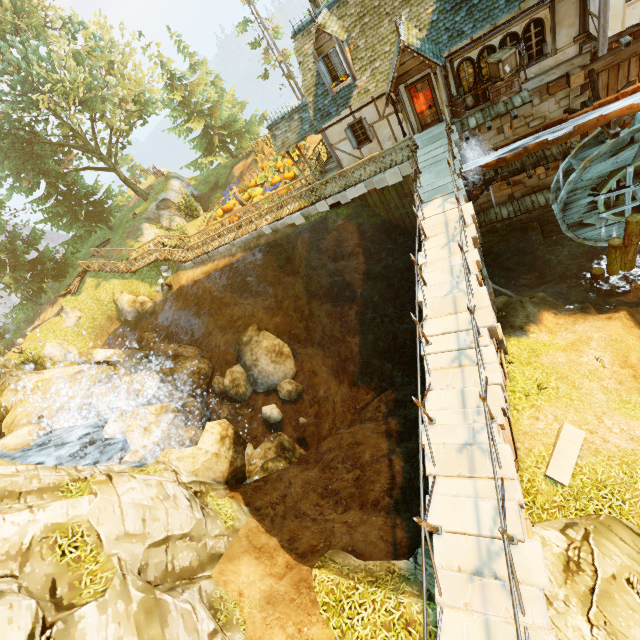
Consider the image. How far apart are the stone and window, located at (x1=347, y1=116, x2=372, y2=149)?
15.10m

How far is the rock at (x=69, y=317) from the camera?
25.78m

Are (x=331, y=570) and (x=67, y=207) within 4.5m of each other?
no

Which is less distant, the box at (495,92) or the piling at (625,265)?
the box at (495,92)

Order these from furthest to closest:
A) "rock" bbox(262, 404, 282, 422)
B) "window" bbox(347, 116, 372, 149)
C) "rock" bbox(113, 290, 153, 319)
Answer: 1. "rock" bbox(113, 290, 153, 319)
2. "rock" bbox(262, 404, 282, 422)
3. "window" bbox(347, 116, 372, 149)

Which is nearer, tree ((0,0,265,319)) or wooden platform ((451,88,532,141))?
wooden platform ((451,88,532,141))

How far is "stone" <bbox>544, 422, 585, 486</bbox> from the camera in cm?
869

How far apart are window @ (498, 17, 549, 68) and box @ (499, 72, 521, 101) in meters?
0.0
